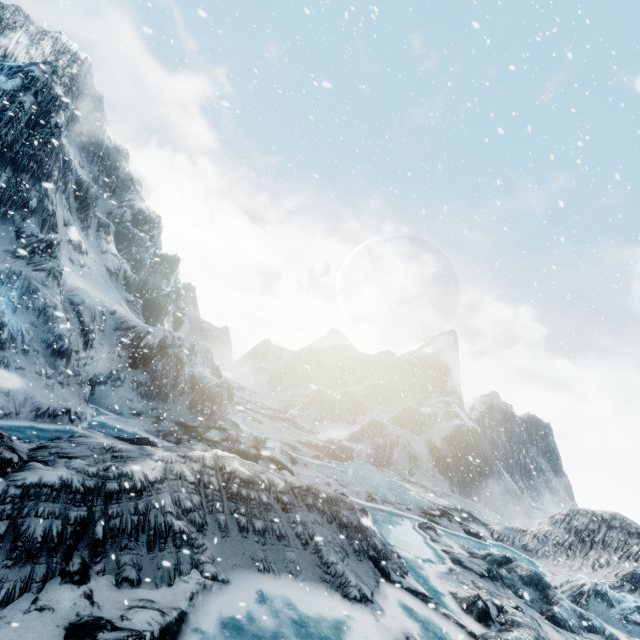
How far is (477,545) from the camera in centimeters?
2105cm
